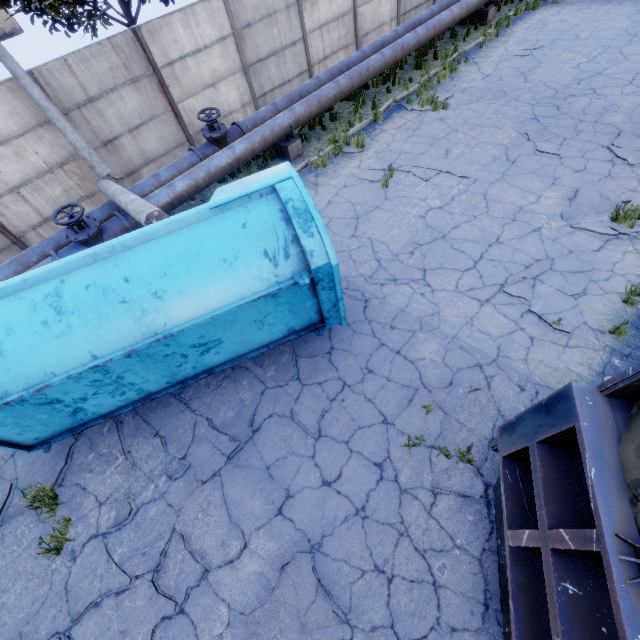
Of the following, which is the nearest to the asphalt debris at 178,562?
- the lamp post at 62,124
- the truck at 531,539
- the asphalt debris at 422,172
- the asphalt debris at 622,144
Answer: the truck at 531,539

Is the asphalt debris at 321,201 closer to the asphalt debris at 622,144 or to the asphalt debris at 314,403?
the asphalt debris at 314,403

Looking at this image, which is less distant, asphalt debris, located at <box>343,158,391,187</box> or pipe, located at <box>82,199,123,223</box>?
pipe, located at <box>82,199,123,223</box>

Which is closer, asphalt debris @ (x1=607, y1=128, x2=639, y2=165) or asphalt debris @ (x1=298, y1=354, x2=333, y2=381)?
asphalt debris @ (x1=298, y1=354, x2=333, y2=381)

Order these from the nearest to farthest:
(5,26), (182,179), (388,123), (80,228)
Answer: (80,228) → (182,179) → (388,123) → (5,26)

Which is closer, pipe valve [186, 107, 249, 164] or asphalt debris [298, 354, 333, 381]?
asphalt debris [298, 354, 333, 381]

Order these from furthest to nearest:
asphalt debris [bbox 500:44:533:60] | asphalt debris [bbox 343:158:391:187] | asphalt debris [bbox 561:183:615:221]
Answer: asphalt debris [bbox 500:44:533:60] → asphalt debris [bbox 343:158:391:187] → asphalt debris [bbox 561:183:615:221]

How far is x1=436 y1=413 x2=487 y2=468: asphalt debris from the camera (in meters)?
4.52
